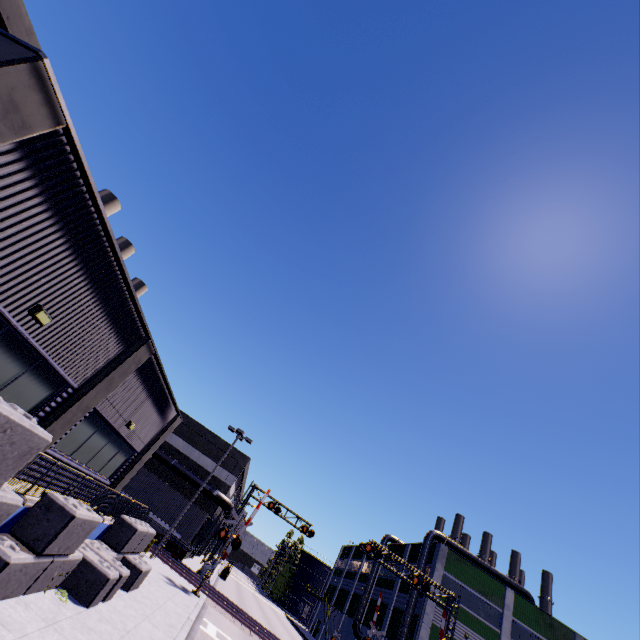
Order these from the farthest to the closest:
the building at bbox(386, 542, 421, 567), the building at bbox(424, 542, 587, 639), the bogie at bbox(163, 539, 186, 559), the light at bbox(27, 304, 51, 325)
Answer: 1. the building at bbox(386, 542, 421, 567)
2. the building at bbox(424, 542, 587, 639)
3. the bogie at bbox(163, 539, 186, 559)
4. the light at bbox(27, 304, 51, 325)

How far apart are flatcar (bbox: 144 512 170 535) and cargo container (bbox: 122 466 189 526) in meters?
0.0

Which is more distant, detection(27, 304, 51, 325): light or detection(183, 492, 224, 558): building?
detection(183, 492, 224, 558): building

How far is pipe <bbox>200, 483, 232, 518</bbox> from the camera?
33.0m

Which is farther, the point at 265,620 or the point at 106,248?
the point at 265,620

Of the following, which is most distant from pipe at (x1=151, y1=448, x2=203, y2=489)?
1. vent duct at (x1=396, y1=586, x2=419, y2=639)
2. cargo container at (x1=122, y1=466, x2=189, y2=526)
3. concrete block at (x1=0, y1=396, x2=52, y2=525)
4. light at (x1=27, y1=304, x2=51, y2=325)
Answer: light at (x1=27, y1=304, x2=51, y2=325)

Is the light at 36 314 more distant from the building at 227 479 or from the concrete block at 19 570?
the concrete block at 19 570

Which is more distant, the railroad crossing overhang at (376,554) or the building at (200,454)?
the railroad crossing overhang at (376,554)
